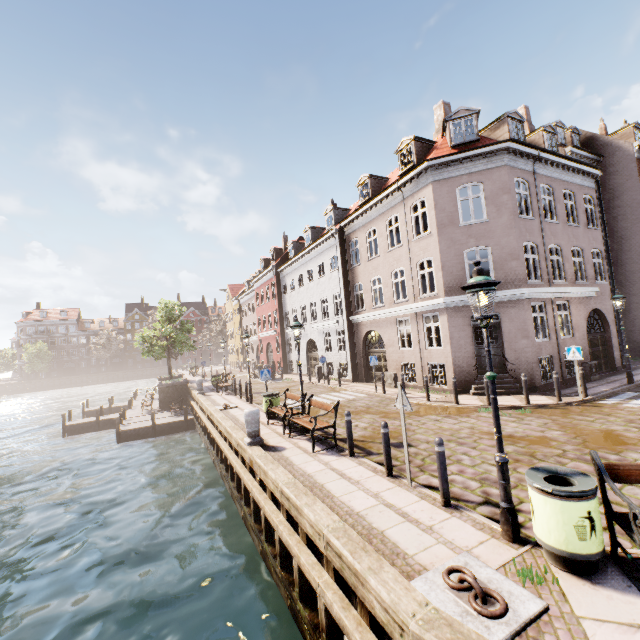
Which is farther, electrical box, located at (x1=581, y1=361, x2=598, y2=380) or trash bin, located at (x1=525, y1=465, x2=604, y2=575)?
electrical box, located at (x1=581, y1=361, x2=598, y2=380)

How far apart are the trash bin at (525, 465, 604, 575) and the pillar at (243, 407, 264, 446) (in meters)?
7.06

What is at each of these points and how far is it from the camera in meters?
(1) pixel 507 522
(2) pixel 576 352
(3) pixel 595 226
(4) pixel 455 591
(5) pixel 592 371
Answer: (1) street light, 4.4
(2) sign, 11.6
(3) building, 17.6
(4) boat ring, 3.5
(5) electrical box, 15.0

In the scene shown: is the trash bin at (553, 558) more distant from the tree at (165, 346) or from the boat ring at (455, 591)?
the tree at (165, 346)

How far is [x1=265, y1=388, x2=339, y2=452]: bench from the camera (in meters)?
8.70

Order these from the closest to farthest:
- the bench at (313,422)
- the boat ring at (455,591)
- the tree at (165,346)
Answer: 1. the boat ring at (455,591)
2. the bench at (313,422)
3. the tree at (165,346)

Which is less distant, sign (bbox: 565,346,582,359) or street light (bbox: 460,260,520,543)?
street light (bbox: 460,260,520,543)

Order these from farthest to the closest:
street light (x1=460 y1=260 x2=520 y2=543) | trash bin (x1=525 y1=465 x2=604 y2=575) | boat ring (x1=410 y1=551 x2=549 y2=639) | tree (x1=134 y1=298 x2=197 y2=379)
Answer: tree (x1=134 y1=298 x2=197 y2=379)
street light (x1=460 y1=260 x2=520 y2=543)
trash bin (x1=525 y1=465 x2=604 y2=575)
boat ring (x1=410 y1=551 x2=549 y2=639)
